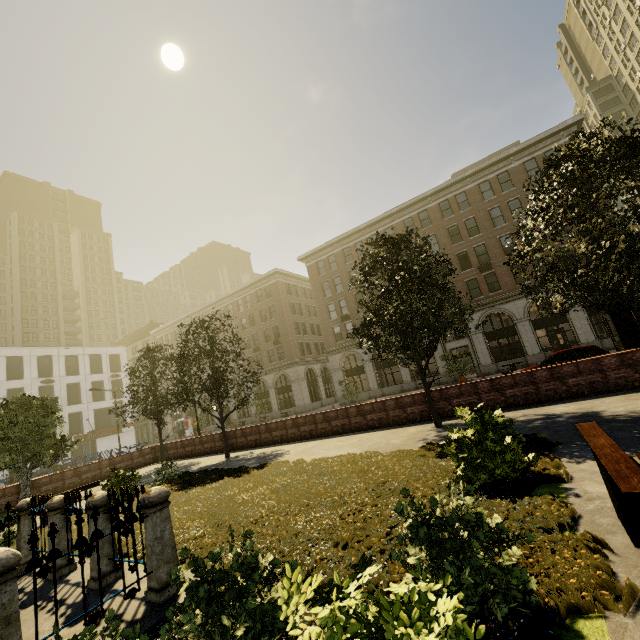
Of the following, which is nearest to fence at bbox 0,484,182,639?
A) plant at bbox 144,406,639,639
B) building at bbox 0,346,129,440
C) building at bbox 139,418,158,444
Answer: plant at bbox 144,406,639,639

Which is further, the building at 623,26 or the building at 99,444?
the building at 623,26

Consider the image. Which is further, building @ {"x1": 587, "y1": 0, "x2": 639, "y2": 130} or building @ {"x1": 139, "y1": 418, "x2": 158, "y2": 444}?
building @ {"x1": 139, "y1": 418, "x2": 158, "y2": 444}

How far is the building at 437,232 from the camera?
29.89m

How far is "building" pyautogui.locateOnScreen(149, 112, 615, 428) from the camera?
29.89m

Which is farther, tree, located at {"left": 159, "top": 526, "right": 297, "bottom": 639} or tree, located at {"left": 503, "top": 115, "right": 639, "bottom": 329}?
tree, located at {"left": 503, "top": 115, "right": 639, "bottom": 329}

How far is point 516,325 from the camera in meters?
29.9 m

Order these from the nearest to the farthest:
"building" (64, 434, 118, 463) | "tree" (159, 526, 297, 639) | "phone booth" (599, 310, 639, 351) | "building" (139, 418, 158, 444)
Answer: "tree" (159, 526, 297, 639) < "phone booth" (599, 310, 639, 351) < "building" (64, 434, 118, 463) < "building" (139, 418, 158, 444)
